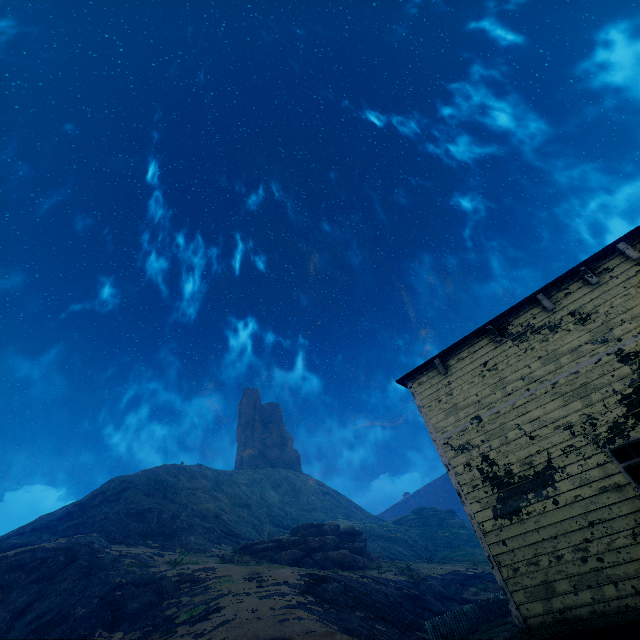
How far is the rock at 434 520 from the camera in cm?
5816

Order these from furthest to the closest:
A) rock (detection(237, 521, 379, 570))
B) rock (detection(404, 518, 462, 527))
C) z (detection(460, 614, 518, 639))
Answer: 1. rock (detection(404, 518, 462, 527))
2. rock (detection(237, 521, 379, 570))
3. z (detection(460, 614, 518, 639))

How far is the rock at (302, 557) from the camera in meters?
26.9

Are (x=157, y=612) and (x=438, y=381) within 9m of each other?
no

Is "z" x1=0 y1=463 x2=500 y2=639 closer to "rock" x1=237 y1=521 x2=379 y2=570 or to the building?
the building

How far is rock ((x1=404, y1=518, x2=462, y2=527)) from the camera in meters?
58.2

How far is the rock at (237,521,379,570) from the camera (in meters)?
26.94
